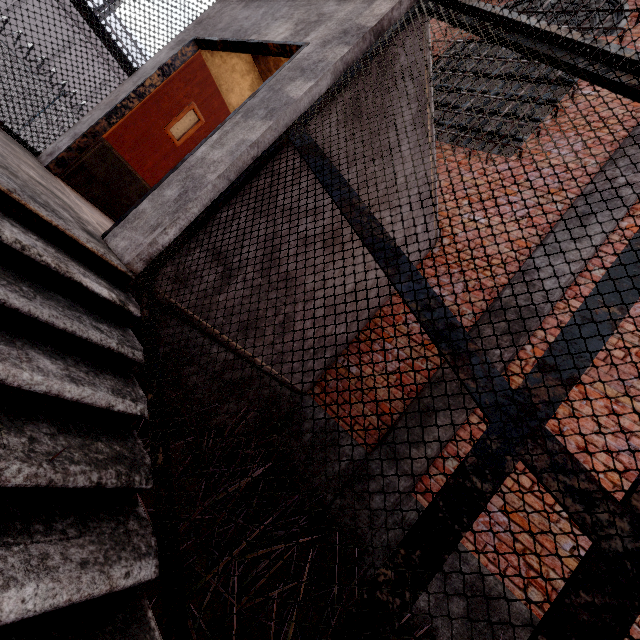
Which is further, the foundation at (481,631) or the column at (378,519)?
the column at (378,519)

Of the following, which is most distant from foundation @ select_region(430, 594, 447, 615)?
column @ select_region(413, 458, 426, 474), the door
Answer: the door

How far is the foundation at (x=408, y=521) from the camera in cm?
343

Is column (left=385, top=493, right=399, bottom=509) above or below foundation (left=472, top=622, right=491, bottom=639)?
above

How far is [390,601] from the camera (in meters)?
0.94

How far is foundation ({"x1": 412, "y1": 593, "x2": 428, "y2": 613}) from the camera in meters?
3.1
